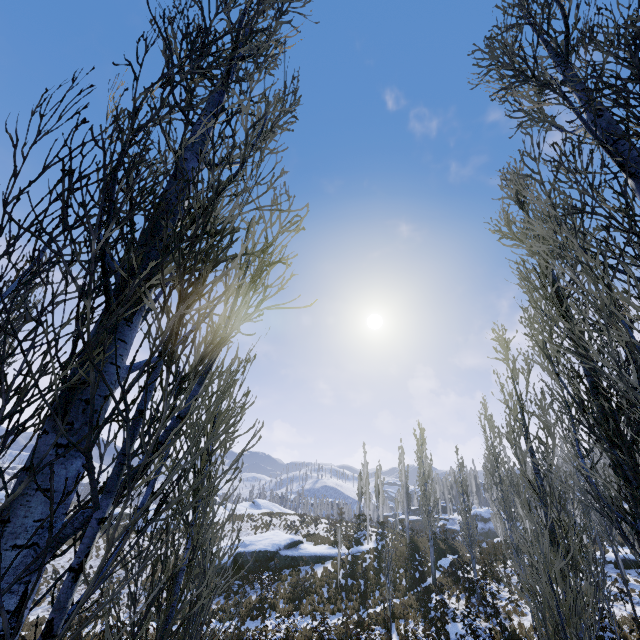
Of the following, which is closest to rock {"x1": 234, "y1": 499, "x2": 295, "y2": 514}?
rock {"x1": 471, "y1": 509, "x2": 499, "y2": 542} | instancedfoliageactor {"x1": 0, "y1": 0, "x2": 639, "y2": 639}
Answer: instancedfoliageactor {"x1": 0, "y1": 0, "x2": 639, "y2": 639}

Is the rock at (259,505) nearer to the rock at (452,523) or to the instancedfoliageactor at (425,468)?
the instancedfoliageactor at (425,468)

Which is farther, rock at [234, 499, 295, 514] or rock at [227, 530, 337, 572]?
rock at [234, 499, 295, 514]

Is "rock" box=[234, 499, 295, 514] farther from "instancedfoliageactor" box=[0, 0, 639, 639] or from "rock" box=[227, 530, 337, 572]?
"rock" box=[227, 530, 337, 572]

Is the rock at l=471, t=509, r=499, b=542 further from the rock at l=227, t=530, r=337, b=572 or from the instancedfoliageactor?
the rock at l=227, t=530, r=337, b=572

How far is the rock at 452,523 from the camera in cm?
5244

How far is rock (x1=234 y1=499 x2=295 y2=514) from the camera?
44.5m

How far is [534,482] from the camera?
8.0m
